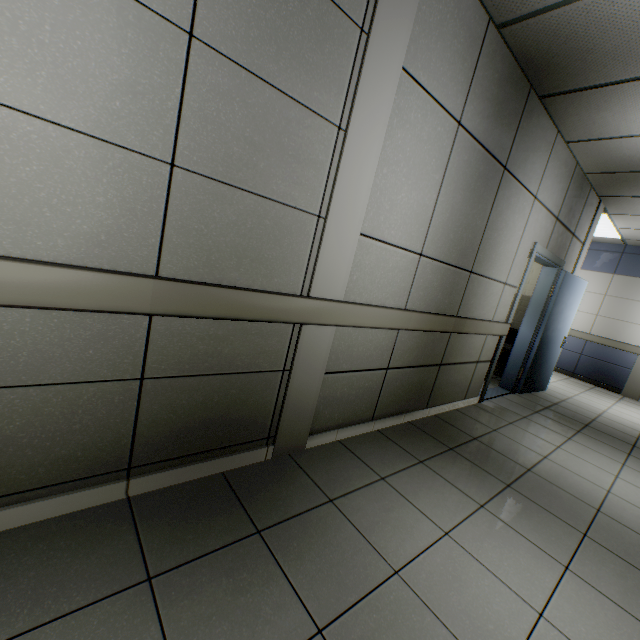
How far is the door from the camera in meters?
4.3 m

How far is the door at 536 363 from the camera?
4.3 meters

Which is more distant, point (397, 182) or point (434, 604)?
point (397, 182)
